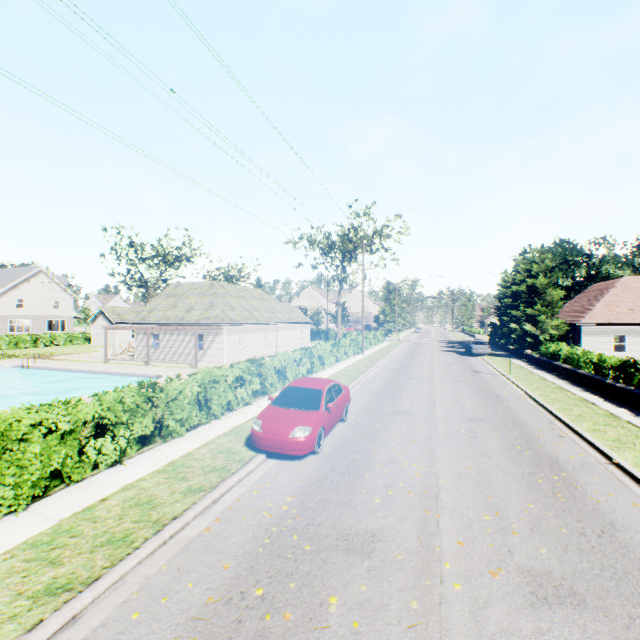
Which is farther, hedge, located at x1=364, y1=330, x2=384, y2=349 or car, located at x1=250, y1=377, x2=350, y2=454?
hedge, located at x1=364, y1=330, x2=384, y2=349

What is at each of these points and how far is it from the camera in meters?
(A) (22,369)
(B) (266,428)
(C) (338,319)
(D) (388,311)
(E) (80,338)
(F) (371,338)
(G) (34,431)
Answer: (A) swimming pool, 27.1 m
(B) car, 8.6 m
(C) tree, 51.9 m
(D) tree, 54.9 m
(E) hedge, 47.4 m
(F) hedge, 41.2 m
(G) hedge, 6.4 m

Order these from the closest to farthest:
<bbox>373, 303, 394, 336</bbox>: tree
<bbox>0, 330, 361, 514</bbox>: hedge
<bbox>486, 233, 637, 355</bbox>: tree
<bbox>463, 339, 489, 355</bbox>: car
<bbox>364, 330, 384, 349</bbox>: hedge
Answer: <bbox>0, 330, 361, 514</bbox>: hedge < <bbox>486, 233, 637, 355</bbox>: tree < <bbox>463, 339, 489, 355</bbox>: car < <bbox>364, 330, 384, 349</bbox>: hedge < <bbox>373, 303, 394, 336</bbox>: tree

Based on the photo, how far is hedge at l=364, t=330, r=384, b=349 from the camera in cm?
3822

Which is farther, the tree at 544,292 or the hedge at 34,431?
the tree at 544,292

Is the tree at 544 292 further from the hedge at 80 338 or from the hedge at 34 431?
the hedge at 80 338

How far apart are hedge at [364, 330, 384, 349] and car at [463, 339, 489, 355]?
10.8m

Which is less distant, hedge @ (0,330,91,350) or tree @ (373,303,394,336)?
hedge @ (0,330,91,350)
